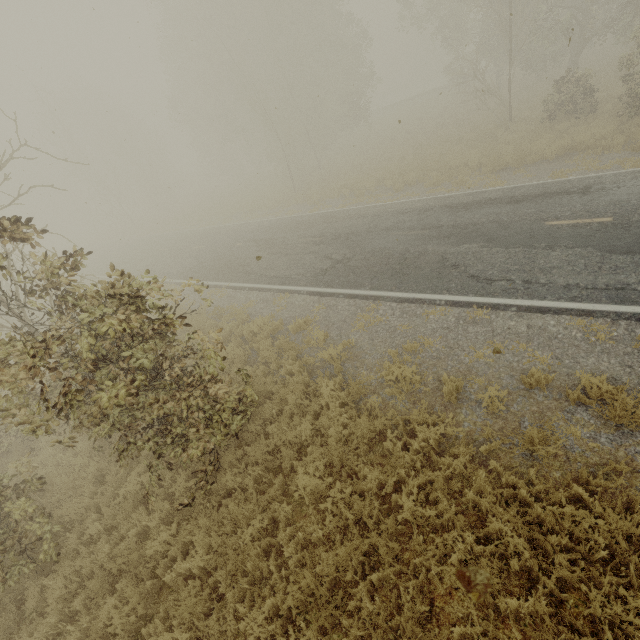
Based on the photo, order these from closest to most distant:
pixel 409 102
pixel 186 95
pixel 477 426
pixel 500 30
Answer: pixel 477 426 → pixel 500 30 → pixel 186 95 → pixel 409 102
